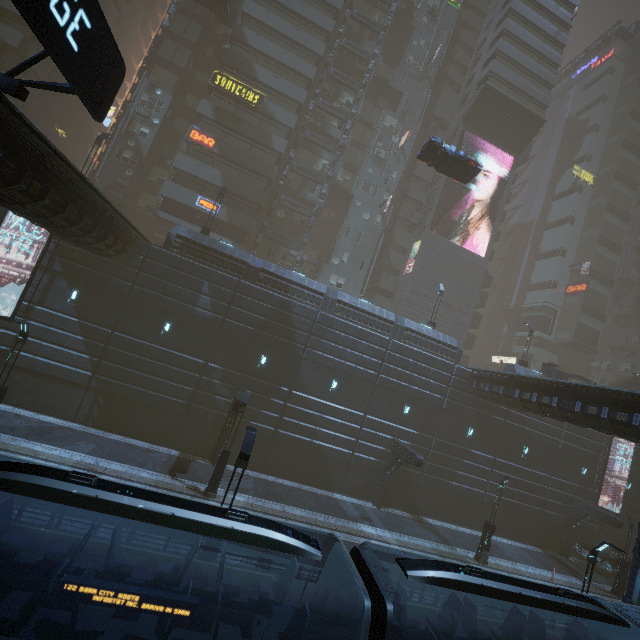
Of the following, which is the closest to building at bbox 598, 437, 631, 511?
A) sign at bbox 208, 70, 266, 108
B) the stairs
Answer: sign at bbox 208, 70, 266, 108

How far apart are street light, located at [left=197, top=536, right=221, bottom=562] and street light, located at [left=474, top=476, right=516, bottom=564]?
18.00m

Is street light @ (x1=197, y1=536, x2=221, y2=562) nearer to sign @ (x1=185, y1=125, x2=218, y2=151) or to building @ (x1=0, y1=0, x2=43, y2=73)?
building @ (x1=0, y1=0, x2=43, y2=73)

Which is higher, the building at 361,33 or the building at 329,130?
the building at 361,33

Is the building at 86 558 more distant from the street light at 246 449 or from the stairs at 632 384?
the stairs at 632 384

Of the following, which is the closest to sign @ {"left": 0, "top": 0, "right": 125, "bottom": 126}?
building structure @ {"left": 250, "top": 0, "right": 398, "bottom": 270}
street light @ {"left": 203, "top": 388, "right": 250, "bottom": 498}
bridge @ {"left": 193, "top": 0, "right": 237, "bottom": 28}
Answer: street light @ {"left": 203, "top": 388, "right": 250, "bottom": 498}

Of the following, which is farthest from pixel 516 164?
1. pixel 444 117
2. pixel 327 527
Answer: pixel 327 527

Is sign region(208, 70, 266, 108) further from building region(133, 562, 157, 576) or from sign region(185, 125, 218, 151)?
sign region(185, 125, 218, 151)
